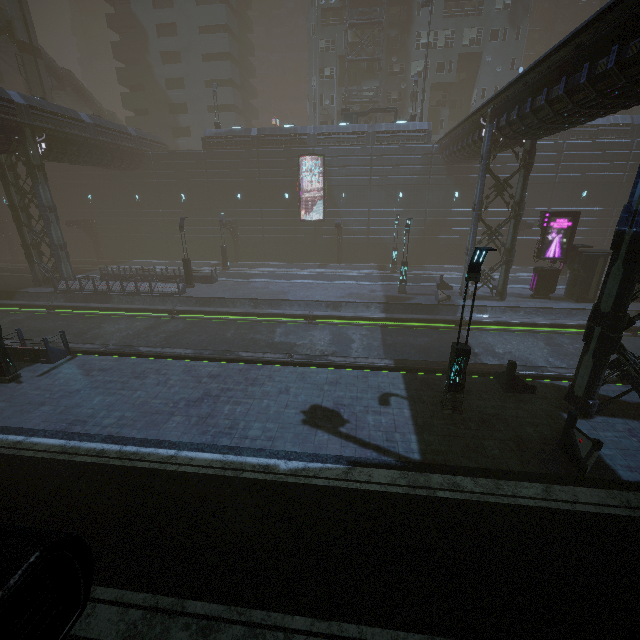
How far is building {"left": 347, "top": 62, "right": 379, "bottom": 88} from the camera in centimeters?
4059cm

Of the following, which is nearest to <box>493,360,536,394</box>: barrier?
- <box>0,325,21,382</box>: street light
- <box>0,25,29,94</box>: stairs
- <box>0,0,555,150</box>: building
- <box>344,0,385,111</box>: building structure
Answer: <box>0,0,555,150</box>: building

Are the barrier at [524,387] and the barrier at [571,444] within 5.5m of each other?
yes

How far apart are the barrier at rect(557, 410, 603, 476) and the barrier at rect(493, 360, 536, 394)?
2.75m

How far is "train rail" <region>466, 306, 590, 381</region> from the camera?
14.55m

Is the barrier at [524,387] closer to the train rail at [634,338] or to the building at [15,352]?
the train rail at [634,338]

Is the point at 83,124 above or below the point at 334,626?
above

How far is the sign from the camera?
21.48m
